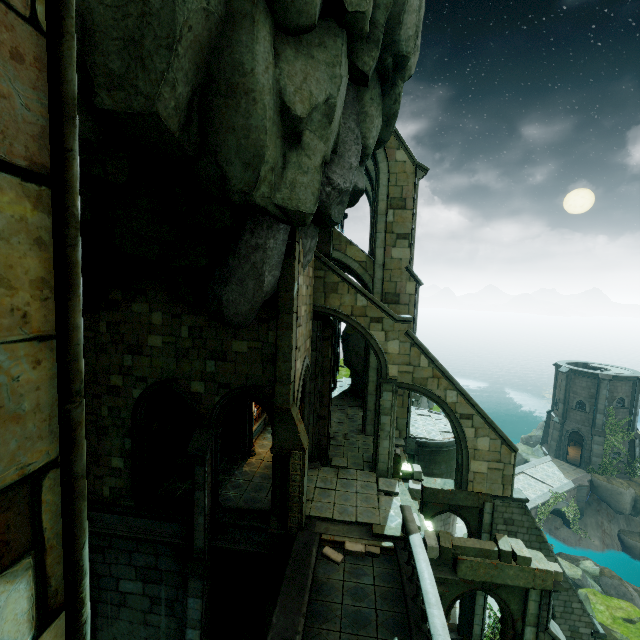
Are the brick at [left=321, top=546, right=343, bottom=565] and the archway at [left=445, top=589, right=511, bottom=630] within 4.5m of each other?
yes

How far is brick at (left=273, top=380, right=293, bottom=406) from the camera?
11.1 meters

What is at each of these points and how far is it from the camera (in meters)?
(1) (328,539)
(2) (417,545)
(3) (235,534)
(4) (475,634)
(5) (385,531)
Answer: (1) trim, 11.13
(2) bridge railing, 8.99
(3) wall trim, 11.98
(4) stone column, 15.21
(5) stone column, 11.41

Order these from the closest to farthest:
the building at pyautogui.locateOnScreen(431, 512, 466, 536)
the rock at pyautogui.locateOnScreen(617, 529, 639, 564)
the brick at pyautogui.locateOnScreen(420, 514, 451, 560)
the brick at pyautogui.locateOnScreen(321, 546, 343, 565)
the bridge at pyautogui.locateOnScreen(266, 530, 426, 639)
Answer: the bridge at pyautogui.locateOnScreen(266, 530, 426, 639)
the brick at pyautogui.locateOnScreen(321, 546, 343, 565)
the brick at pyautogui.locateOnScreen(420, 514, 451, 560)
the building at pyautogui.locateOnScreen(431, 512, 466, 536)
the rock at pyautogui.locateOnScreen(617, 529, 639, 564)

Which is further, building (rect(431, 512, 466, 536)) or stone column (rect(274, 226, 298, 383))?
Result: building (rect(431, 512, 466, 536))

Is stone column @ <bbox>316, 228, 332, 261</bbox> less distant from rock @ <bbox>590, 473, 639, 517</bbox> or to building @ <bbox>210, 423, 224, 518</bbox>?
building @ <bbox>210, 423, 224, 518</bbox>

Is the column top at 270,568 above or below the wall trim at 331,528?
below

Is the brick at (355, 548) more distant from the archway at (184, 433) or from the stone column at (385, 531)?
the archway at (184, 433)
